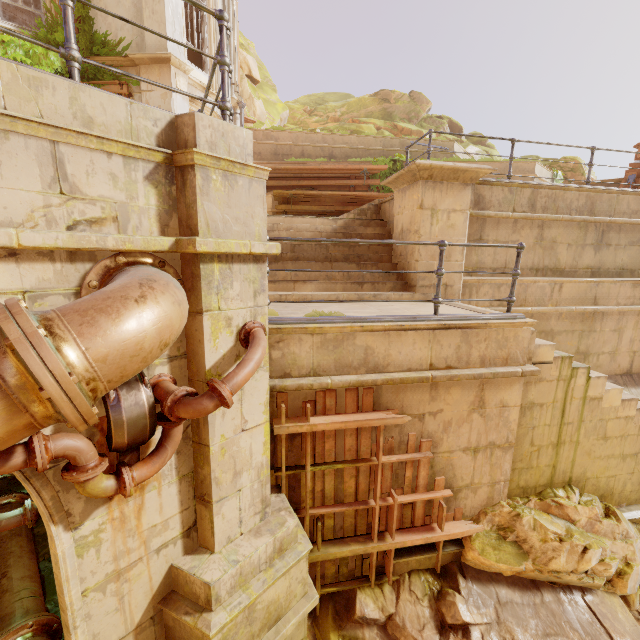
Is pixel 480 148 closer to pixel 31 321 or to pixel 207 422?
pixel 207 422

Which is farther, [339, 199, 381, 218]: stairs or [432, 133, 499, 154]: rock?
[432, 133, 499, 154]: rock

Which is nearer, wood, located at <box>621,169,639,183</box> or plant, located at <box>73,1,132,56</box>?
plant, located at <box>73,1,132,56</box>

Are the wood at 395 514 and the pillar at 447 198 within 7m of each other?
yes

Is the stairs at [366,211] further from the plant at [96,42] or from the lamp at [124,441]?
the plant at [96,42]

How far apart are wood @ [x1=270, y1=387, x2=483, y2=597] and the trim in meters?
11.7 m

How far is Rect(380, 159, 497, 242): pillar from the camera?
5.95m

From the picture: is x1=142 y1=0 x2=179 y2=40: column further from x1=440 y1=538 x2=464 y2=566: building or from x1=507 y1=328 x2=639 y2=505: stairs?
x1=507 y1=328 x2=639 y2=505: stairs
